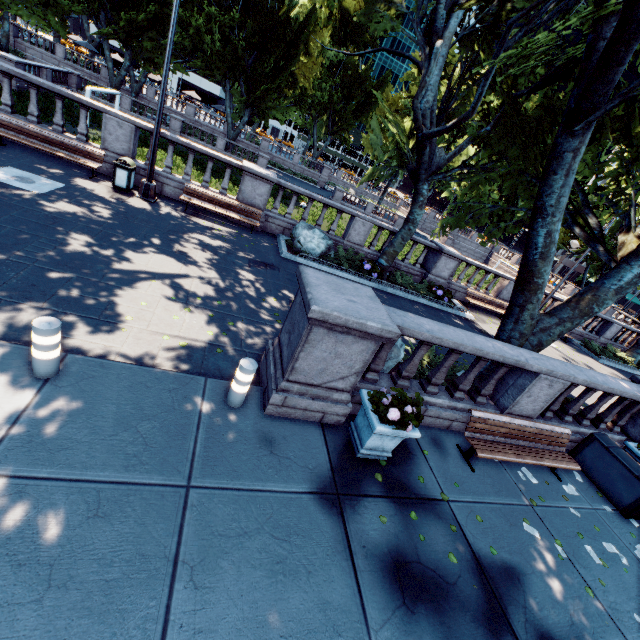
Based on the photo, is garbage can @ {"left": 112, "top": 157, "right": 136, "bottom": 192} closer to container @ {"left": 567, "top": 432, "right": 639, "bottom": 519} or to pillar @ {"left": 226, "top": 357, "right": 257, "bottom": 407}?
pillar @ {"left": 226, "top": 357, "right": 257, "bottom": 407}

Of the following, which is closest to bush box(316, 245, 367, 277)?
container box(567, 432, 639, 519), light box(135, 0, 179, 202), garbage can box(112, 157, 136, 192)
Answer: light box(135, 0, 179, 202)

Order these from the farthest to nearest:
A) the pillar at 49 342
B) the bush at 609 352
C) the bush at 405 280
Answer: the bush at 609 352 < the bush at 405 280 < the pillar at 49 342

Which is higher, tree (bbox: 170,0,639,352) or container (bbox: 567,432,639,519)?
tree (bbox: 170,0,639,352)

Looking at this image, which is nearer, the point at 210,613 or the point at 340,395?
the point at 210,613

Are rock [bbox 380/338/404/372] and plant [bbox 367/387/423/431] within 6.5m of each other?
yes

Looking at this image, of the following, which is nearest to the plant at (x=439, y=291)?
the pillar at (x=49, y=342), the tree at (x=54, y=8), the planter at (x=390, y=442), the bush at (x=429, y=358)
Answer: the tree at (x=54, y=8)

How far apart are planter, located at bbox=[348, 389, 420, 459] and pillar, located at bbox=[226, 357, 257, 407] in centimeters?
174cm
